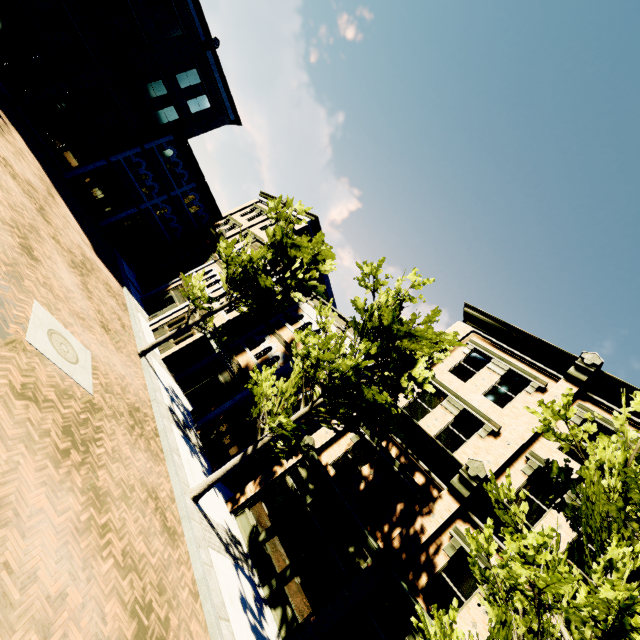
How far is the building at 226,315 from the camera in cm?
1862

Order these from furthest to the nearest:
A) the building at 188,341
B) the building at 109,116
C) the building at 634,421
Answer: the building at 109,116 < the building at 188,341 < the building at 634,421

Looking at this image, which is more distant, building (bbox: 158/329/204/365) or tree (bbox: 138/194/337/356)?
building (bbox: 158/329/204/365)

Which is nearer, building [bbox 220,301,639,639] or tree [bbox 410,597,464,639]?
tree [bbox 410,597,464,639]

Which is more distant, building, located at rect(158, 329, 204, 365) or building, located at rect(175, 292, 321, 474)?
building, located at rect(158, 329, 204, 365)

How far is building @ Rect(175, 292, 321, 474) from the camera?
14.81m

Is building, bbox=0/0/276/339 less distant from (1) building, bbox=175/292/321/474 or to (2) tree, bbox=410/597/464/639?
(1) building, bbox=175/292/321/474

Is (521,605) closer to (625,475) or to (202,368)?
(625,475)
